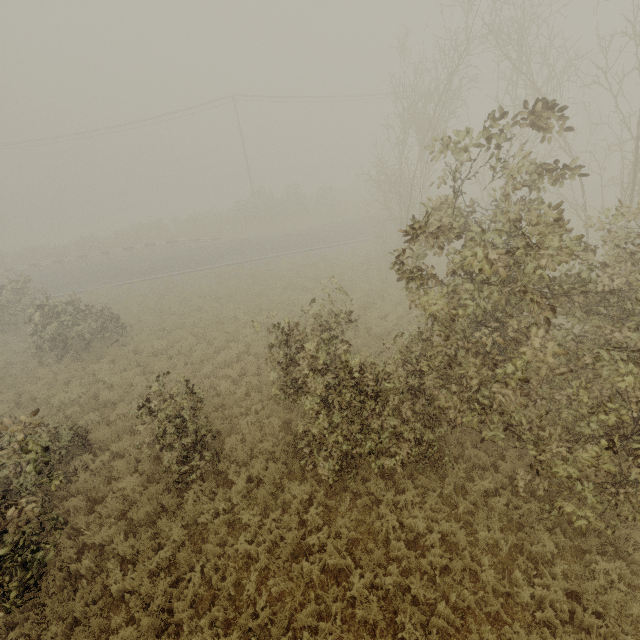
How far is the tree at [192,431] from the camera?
8.0 meters

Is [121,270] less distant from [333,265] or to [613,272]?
[333,265]

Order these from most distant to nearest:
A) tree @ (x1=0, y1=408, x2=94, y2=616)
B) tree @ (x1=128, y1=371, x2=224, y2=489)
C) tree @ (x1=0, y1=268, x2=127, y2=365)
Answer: tree @ (x1=0, y1=268, x2=127, y2=365)
tree @ (x1=128, y1=371, x2=224, y2=489)
tree @ (x1=0, y1=408, x2=94, y2=616)

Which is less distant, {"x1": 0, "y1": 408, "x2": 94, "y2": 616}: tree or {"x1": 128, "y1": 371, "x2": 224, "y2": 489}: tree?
{"x1": 0, "y1": 408, "x2": 94, "y2": 616}: tree

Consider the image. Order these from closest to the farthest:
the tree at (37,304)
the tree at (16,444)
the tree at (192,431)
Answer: the tree at (16,444) → the tree at (192,431) → the tree at (37,304)

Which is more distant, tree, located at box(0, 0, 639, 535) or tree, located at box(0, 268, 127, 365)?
tree, located at box(0, 268, 127, 365)

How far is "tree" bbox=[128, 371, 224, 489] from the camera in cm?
800
